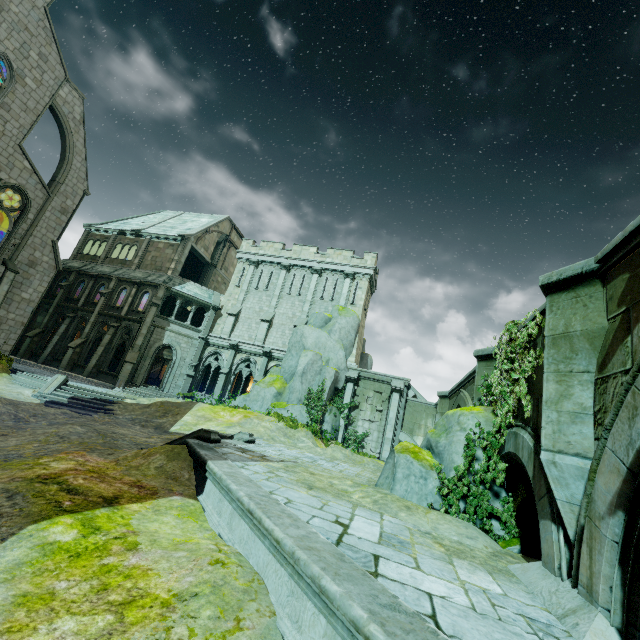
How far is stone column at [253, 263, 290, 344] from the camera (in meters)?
28.09

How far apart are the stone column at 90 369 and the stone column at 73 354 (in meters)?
1.69

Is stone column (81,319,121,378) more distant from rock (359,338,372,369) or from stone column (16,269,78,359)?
rock (359,338,372,369)

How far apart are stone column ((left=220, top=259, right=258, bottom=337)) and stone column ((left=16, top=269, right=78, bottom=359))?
15.2 meters

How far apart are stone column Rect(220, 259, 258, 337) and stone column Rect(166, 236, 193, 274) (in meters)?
5.68

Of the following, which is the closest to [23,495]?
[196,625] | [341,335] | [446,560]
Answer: [196,625]

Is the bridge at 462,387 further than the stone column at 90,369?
No

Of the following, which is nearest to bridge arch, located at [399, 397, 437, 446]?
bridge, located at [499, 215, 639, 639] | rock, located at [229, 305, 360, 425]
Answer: bridge, located at [499, 215, 639, 639]
